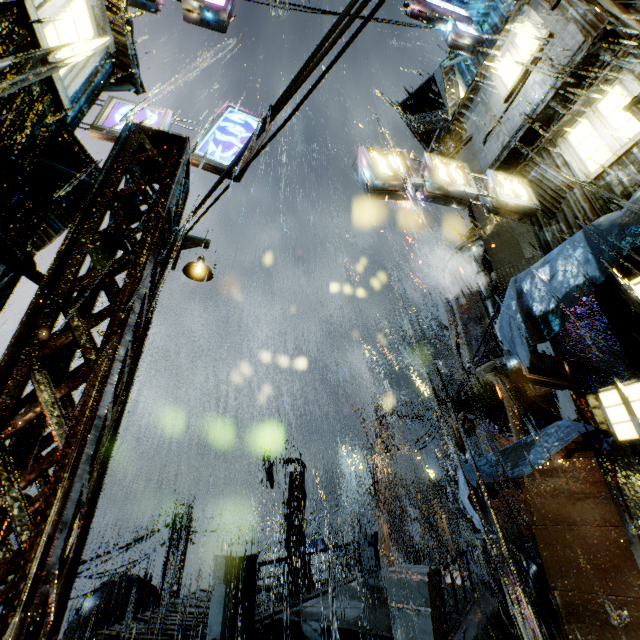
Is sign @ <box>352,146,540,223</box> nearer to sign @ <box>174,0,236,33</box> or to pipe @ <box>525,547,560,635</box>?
sign @ <box>174,0,236,33</box>

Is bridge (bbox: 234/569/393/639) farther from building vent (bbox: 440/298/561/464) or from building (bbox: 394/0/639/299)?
building vent (bbox: 440/298/561/464)

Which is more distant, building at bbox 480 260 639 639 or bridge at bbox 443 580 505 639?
bridge at bbox 443 580 505 639

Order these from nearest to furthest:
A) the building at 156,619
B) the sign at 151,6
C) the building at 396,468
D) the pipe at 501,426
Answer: the sign at 151,6
the building at 156,619
the pipe at 501,426
the building at 396,468

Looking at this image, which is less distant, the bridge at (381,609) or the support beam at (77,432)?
the support beam at (77,432)

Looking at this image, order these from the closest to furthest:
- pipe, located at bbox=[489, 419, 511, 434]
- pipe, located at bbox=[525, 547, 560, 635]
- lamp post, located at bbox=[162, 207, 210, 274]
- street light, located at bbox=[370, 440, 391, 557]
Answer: lamp post, located at bbox=[162, 207, 210, 274] → pipe, located at bbox=[525, 547, 560, 635] → pipe, located at bbox=[489, 419, 511, 434] → street light, located at bbox=[370, 440, 391, 557]

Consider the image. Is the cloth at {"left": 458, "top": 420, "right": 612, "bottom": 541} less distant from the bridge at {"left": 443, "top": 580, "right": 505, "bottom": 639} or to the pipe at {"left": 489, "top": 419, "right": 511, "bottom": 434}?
the bridge at {"left": 443, "top": 580, "right": 505, "bottom": 639}

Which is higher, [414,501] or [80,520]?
[414,501]
